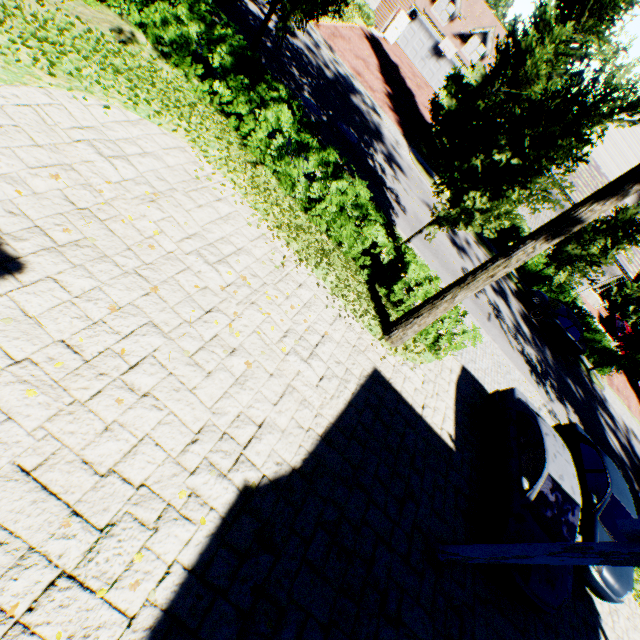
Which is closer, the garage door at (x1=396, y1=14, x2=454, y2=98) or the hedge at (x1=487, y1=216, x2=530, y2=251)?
the hedge at (x1=487, y1=216, x2=530, y2=251)

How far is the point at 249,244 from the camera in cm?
680

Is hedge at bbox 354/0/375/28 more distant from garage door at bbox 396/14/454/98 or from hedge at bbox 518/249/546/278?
hedge at bbox 518/249/546/278

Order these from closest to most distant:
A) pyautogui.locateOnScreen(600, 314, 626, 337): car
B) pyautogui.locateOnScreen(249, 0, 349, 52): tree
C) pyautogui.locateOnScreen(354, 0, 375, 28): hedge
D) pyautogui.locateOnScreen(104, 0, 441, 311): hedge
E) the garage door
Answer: pyautogui.locateOnScreen(104, 0, 441, 311): hedge
pyautogui.locateOnScreen(249, 0, 349, 52): tree
pyautogui.locateOnScreen(354, 0, 375, 28): hedge
pyautogui.locateOnScreen(600, 314, 626, 337): car
the garage door

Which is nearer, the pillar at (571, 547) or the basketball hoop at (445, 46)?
the pillar at (571, 547)

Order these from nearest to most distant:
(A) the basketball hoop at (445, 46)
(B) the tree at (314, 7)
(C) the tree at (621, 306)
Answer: (B) the tree at (314, 7), (C) the tree at (621, 306), (A) the basketball hoop at (445, 46)

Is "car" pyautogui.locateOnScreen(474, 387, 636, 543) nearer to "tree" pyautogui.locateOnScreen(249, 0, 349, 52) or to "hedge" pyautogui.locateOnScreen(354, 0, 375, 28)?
"tree" pyautogui.locateOnScreen(249, 0, 349, 52)

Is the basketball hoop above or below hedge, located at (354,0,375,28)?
above
